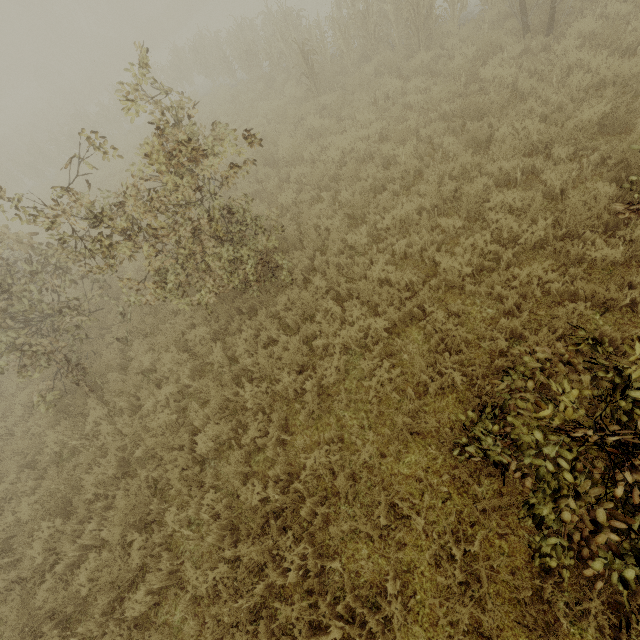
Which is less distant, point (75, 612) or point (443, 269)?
point (75, 612)

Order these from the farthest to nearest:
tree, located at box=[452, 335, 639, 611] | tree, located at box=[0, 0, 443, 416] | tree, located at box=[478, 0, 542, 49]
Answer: tree, located at box=[478, 0, 542, 49], tree, located at box=[0, 0, 443, 416], tree, located at box=[452, 335, 639, 611]

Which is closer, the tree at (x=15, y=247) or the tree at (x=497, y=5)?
the tree at (x=15, y=247)

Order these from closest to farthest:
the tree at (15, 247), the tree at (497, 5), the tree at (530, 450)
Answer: the tree at (530, 450) < the tree at (15, 247) < the tree at (497, 5)

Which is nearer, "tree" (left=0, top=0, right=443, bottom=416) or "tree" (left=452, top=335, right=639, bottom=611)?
"tree" (left=452, top=335, right=639, bottom=611)

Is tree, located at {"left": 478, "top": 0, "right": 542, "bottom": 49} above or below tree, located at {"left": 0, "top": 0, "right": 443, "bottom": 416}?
below
